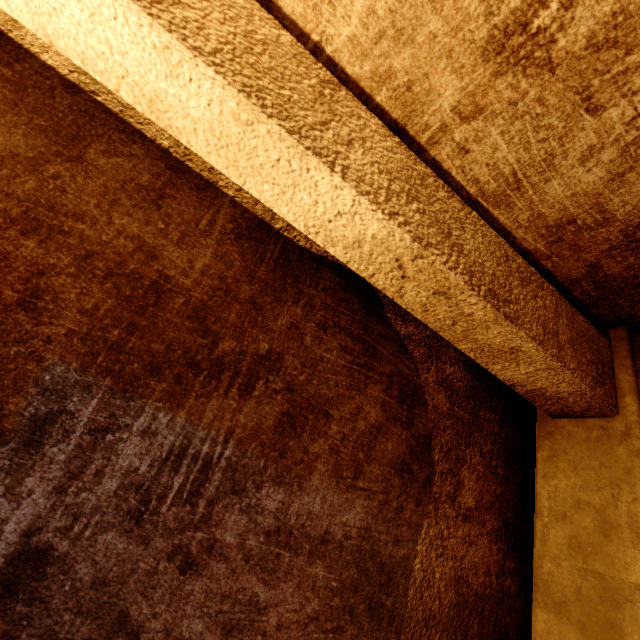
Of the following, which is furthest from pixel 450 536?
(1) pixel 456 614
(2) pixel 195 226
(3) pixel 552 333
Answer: (2) pixel 195 226

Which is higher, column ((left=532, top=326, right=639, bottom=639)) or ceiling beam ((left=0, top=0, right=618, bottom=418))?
ceiling beam ((left=0, top=0, right=618, bottom=418))

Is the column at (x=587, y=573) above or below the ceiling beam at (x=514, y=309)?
below
